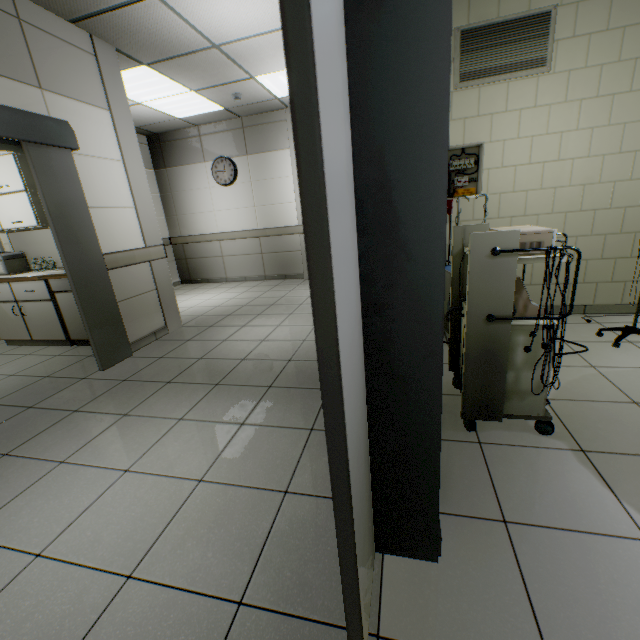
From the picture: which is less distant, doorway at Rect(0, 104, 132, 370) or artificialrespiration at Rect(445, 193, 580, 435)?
artificialrespiration at Rect(445, 193, 580, 435)

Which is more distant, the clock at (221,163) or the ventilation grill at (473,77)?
the clock at (221,163)

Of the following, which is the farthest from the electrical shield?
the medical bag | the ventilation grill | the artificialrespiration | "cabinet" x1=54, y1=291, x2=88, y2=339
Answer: the medical bag

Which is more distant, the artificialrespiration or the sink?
the sink

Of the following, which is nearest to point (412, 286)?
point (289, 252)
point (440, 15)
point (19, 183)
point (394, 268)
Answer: point (394, 268)

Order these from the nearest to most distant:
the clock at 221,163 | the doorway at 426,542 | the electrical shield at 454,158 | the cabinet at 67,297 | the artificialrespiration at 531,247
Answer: the doorway at 426,542
the artificialrespiration at 531,247
the electrical shield at 454,158
the cabinet at 67,297
the clock at 221,163

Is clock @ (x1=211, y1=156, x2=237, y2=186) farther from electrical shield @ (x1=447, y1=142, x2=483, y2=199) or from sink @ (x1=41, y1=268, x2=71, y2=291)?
electrical shield @ (x1=447, y1=142, x2=483, y2=199)

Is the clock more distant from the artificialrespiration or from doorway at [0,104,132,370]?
the artificialrespiration
